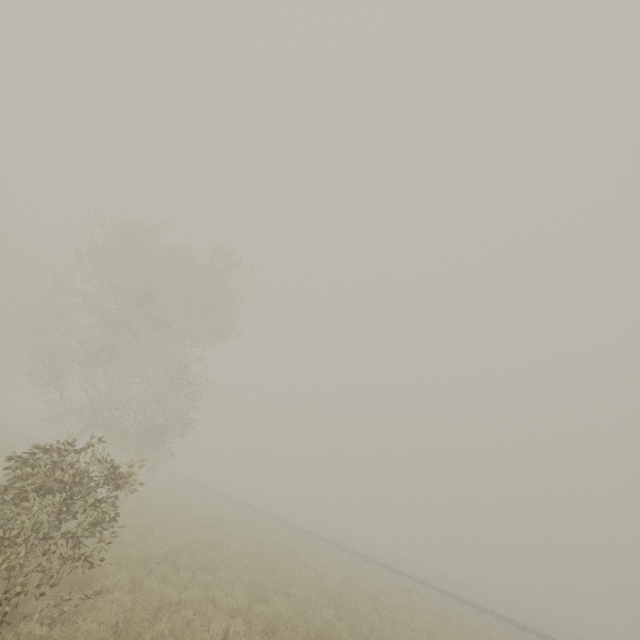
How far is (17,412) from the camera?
42.3m

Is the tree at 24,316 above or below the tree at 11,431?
above

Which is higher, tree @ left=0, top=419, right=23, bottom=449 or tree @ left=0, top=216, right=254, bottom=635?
tree @ left=0, top=216, right=254, bottom=635

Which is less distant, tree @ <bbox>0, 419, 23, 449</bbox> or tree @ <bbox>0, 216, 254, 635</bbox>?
tree @ <bbox>0, 216, 254, 635</bbox>

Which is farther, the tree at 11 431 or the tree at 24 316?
the tree at 11 431
